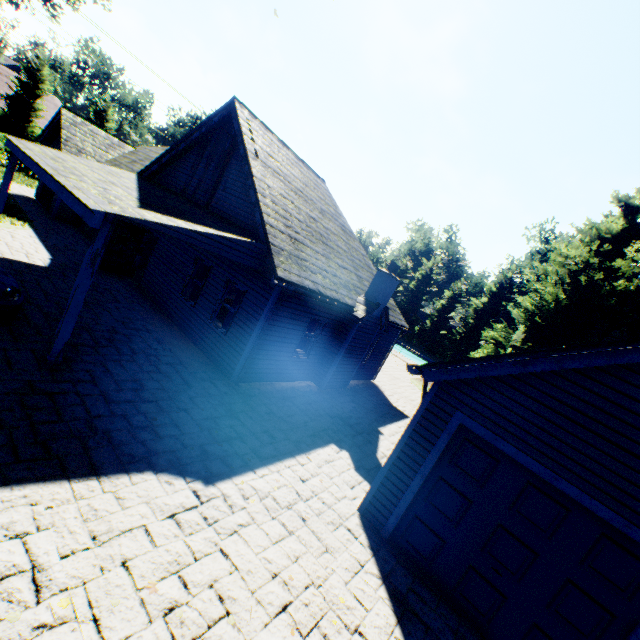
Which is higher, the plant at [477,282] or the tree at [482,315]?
the plant at [477,282]

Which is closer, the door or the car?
the car

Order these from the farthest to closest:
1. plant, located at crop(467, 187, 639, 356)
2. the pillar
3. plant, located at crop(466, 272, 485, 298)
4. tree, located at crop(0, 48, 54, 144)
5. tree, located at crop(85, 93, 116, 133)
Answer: plant, located at crop(466, 272, 485, 298) < tree, located at crop(85, 93, 116, 133) < tree, located at crop(0, 48, 54, 144) < plant, located at crop(467, 187, 639, 356) < the pillar

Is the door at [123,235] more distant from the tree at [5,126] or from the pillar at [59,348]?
the tree at [5,126]

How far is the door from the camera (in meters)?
12.80

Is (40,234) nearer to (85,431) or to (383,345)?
(85,431)

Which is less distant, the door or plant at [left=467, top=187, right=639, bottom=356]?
the door

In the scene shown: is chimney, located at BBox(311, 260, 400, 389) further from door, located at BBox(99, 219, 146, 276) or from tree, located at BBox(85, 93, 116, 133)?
tree, located at BBox(85, 93, 116, 133)
